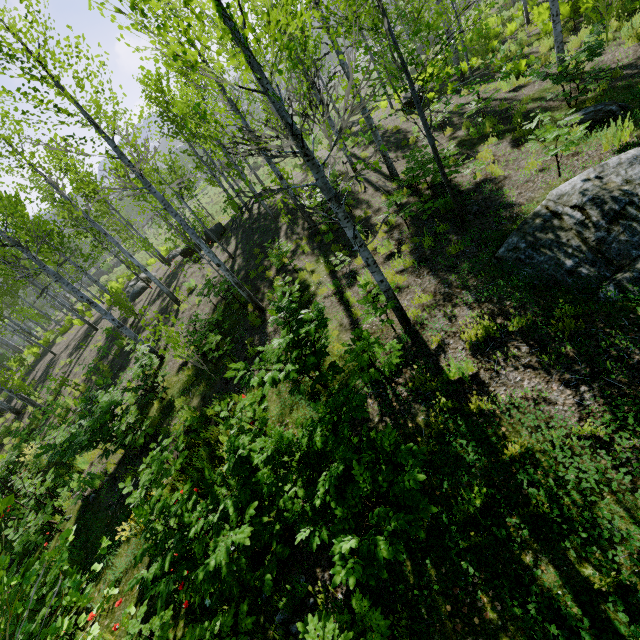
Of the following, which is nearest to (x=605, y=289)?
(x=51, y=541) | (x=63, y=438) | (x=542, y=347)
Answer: (x=542, y=347)
